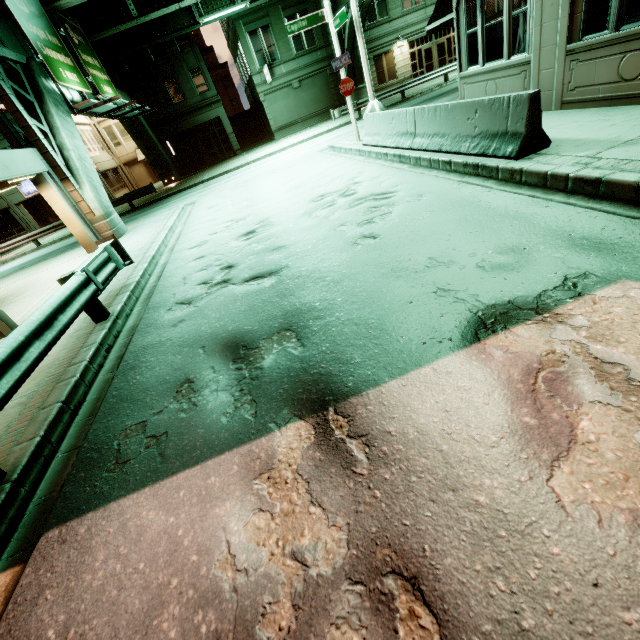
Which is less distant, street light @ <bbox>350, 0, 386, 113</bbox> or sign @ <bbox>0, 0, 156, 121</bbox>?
street light @ <bbox>350, 0, 386, 113</bbox>

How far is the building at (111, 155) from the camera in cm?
3306

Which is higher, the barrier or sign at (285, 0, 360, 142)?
sign at (285, 0, 360, 142)

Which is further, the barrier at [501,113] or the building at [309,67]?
the building at [309,67]

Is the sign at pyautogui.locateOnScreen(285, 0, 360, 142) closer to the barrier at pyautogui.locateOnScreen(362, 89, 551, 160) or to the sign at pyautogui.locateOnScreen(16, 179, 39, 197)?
the barrier at pyautogui.locateOnScreen(362, 89, 551, 160)

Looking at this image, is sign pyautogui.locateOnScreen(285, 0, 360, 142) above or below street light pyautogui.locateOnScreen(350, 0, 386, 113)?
above

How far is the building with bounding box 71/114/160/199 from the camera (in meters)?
33.06

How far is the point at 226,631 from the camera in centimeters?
182cm
